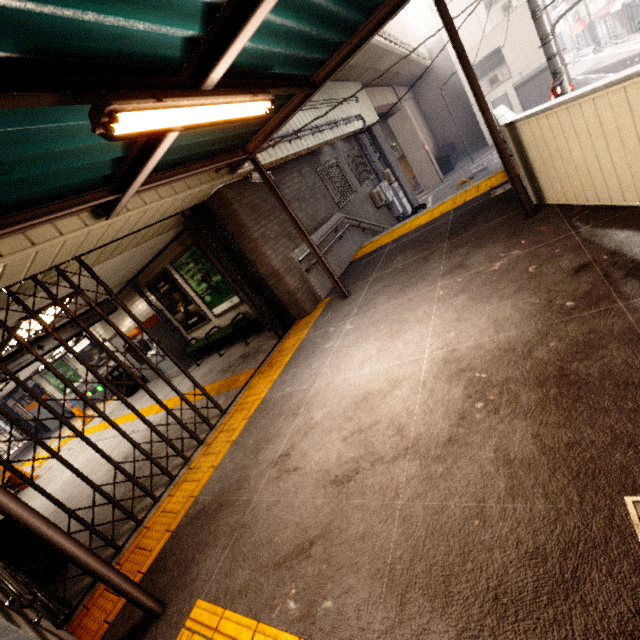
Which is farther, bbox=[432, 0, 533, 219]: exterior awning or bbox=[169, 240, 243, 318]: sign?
bbox=[169, 240, 243, 318]: sign

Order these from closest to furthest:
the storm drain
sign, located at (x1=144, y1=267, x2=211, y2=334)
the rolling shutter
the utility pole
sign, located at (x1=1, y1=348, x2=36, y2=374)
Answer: the storm drain < sign, located at (x1=1, y1=348, x2=36, y2=374) < the utility pole < sign, located at (x1=144, y1=267, x2=211, y2=334) < the rolling shutter

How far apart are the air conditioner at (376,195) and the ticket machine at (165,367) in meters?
8.3 m

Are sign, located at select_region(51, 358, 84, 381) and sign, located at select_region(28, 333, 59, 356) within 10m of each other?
no

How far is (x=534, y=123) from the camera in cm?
376

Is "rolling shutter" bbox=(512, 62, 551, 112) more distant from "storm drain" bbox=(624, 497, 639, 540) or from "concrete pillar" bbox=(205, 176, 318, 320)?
"storm drain" bbox=(624, 497, 639, 540)

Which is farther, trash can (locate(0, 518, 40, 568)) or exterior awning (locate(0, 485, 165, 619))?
trash can (locate(0, 518, 40, 568))

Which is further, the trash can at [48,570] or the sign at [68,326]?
the sign at [68,326]
